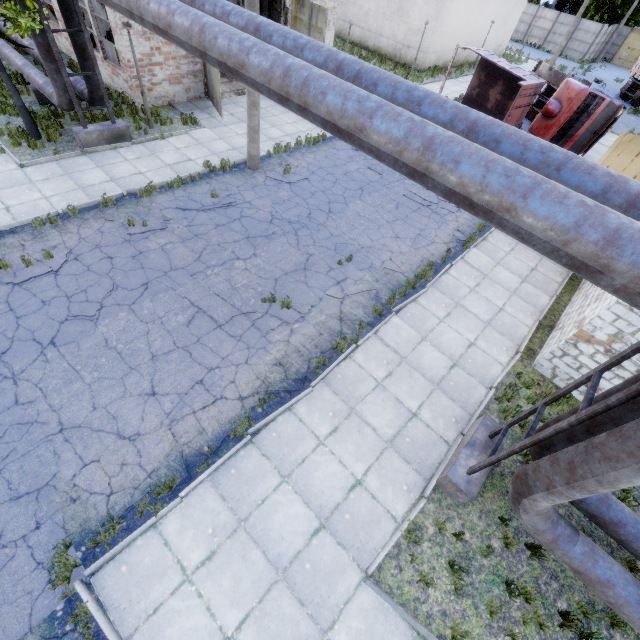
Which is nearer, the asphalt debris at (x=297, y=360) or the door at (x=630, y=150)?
the asphalt debris at (x=297, y=360)

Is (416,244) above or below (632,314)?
below

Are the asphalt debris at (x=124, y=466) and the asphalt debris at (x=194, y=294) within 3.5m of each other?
yes

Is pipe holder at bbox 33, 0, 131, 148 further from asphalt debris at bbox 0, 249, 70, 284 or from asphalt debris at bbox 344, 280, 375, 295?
asphalt debris at bbox 344, 280, 375, 295

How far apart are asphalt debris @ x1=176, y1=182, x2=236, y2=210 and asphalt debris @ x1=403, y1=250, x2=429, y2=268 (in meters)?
5.48

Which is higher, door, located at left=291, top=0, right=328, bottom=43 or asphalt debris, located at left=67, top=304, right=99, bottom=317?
door, located at left=291, top=0, right=328, bottom=43

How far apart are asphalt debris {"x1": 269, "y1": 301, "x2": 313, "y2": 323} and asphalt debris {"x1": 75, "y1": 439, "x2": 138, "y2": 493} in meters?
2.6

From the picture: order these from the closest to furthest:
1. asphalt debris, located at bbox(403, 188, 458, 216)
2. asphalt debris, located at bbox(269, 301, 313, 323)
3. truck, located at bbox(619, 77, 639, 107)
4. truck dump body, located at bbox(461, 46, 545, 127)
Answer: asphalt debris, located at bbox(269, 301, 313, 323) → asphalt debris, located at bbox(403, 188, 458, 216) → truck dump body, located at bbox(461, 46, 545, 127) → truck, located at bbox(619, 77, 639, 107)
